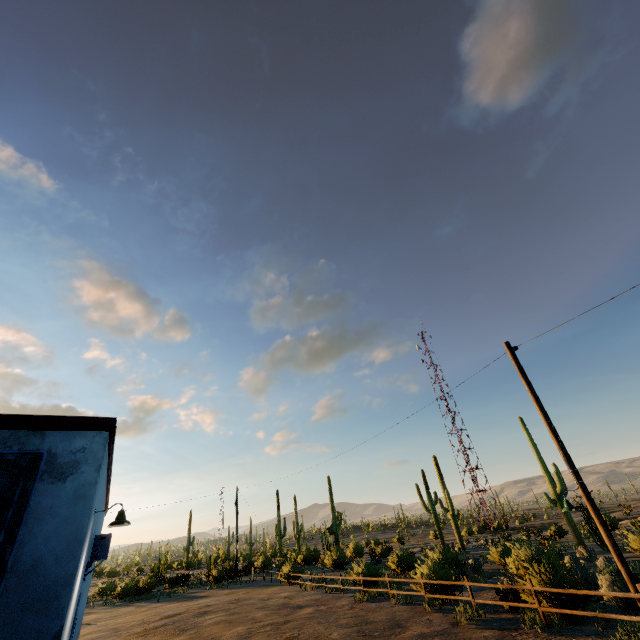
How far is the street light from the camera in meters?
6.7

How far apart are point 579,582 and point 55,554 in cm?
1737

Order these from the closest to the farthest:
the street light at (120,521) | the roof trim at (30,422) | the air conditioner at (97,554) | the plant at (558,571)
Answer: the roof trim at (30,422) < the street light at (120,521) < the air conditioner at (97,554) < the plant at (558,571)

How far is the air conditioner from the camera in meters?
7.9

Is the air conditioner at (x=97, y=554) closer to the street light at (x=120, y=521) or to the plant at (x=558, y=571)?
the street light at (x=120, y=521)

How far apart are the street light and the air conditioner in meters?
2.0 m

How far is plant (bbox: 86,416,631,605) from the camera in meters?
12.3 m

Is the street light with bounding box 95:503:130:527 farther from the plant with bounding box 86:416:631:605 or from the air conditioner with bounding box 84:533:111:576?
the plant with bounding box 86:416:631:605
